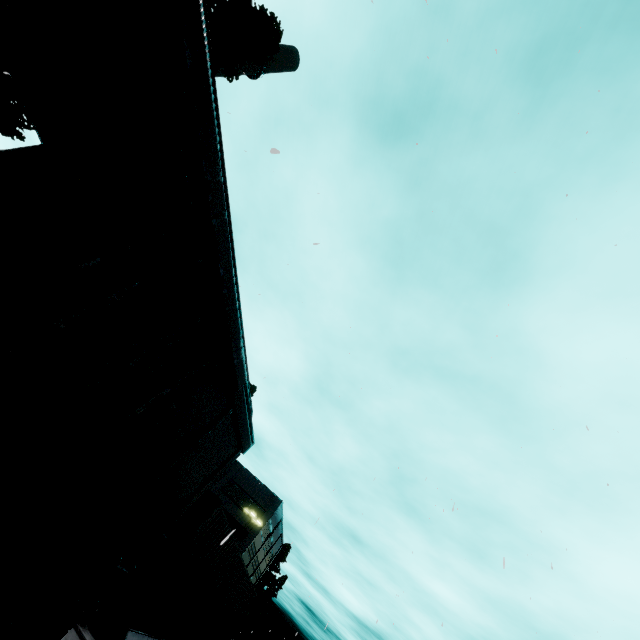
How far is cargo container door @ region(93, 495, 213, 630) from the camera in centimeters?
559cm

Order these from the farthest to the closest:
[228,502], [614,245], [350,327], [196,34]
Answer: [228,502], [350,327], [614,245], [196,34]

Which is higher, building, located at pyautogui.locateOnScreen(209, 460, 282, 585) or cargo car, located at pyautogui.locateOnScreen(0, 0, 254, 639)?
building, located at pyautogui.locateOnScreen(209, 460, 282, 585)

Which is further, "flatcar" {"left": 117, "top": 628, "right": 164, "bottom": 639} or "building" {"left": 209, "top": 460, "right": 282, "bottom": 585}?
"building" {"left": 209, "top": 460, "right": 282, "bottom": 585}

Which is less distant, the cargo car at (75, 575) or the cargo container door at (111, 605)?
the cargo car at (75, 575)

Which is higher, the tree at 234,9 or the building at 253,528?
the tree at 234,9

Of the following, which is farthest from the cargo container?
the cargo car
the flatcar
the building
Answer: the building

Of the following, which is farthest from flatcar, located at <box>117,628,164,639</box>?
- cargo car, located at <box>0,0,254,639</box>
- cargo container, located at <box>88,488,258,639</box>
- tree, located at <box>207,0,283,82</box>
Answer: tree, located at <box>207,0,283,82</box>
